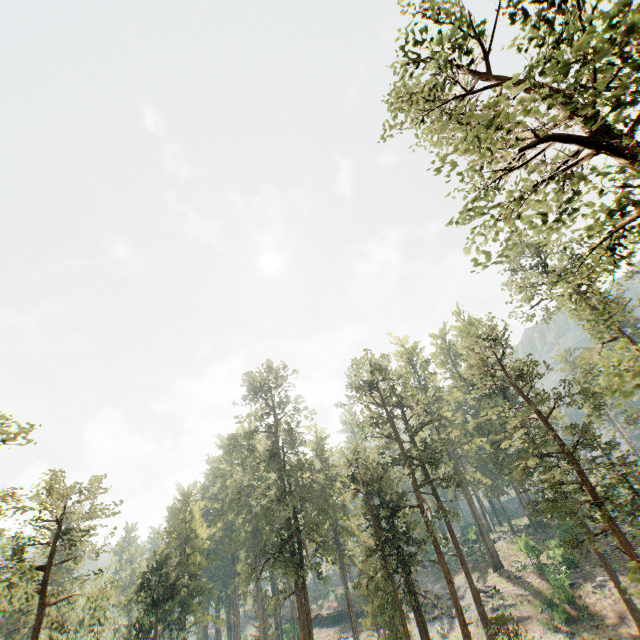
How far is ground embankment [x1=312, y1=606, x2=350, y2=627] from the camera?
55.7 meters

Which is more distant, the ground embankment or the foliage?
the ground embankment

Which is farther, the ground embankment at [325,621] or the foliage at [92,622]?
the ground embankment at [325,621]

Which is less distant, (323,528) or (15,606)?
(15,606)

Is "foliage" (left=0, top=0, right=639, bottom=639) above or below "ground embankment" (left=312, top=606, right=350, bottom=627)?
above

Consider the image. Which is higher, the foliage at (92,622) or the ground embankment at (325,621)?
the foliage at (92,622)
